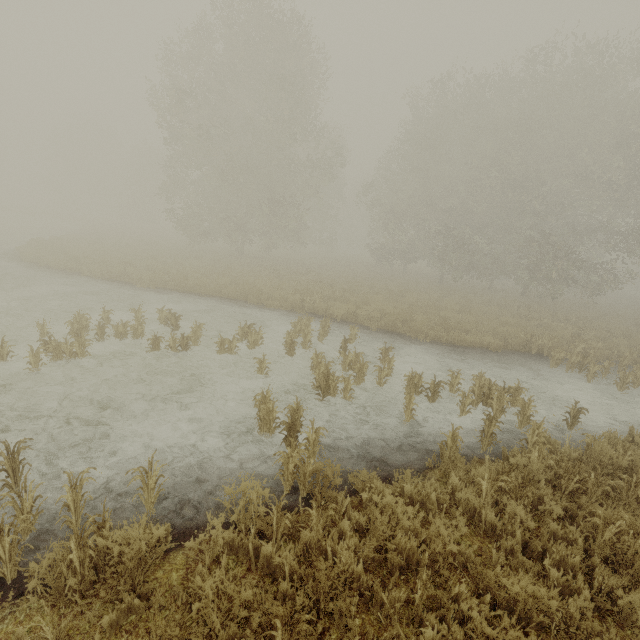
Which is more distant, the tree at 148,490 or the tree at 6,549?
the tree at 148,490

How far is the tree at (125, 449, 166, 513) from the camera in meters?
4.0

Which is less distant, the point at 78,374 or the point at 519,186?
the point at 78,374

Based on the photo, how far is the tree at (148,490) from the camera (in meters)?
3.97

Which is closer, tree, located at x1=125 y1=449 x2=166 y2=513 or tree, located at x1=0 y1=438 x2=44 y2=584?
tree, located at x1=0 y1=438 x2=44 y2=584
